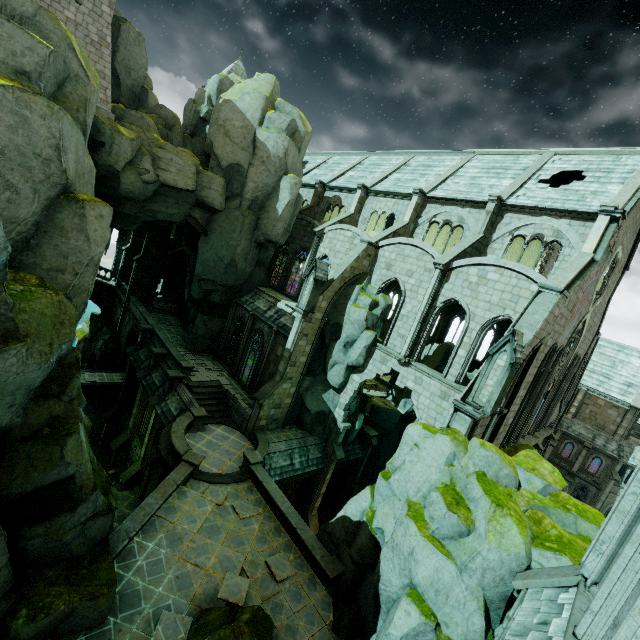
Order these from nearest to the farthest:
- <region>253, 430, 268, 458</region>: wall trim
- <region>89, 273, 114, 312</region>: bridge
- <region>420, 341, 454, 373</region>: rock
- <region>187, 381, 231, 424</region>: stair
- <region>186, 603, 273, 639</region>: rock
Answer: <region>186, 603, 273, 639</region>: rock → <region>253, 430, 268, 458</region>: wall trim → <region>187, 381, 231, 424</region>: stair → <region>420, 341, 454, 373</region>: rock → <region>89, 273, 114, 312</region>: bridge

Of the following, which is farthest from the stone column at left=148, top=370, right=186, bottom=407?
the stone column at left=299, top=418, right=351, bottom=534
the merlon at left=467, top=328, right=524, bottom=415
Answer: the merlon at left=467, top=328, right=524, bottom=415

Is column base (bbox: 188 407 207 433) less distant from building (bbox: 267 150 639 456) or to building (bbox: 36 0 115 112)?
building (bbox: 267 150 639 456)

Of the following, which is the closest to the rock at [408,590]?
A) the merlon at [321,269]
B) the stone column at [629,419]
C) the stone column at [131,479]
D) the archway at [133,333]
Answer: the archway at [133,333]

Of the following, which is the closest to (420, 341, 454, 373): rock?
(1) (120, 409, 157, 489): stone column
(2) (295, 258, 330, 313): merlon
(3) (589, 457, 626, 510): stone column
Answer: Result: (1) (120, 409, 157, 489): stone column

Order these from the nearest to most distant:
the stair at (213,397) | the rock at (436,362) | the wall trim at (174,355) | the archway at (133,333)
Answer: the stair at (213,397) → the wall trim at (174,355) → the archway at (133,333) → the rock at (436,362)

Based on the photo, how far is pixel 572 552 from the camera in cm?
946

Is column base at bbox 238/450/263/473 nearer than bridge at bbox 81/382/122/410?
Yes
